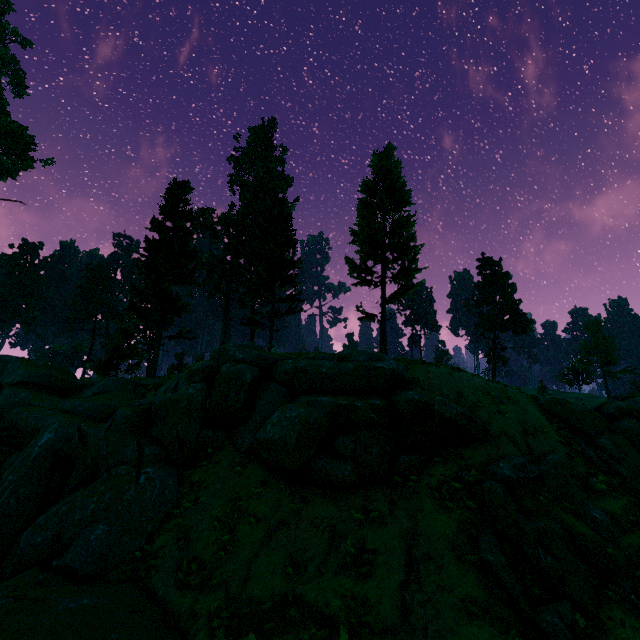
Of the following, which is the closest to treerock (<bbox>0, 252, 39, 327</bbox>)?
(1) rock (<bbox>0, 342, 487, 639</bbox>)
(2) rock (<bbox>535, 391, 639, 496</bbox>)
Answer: (1) rock (<bbox>0, 342, 487, 639</bbox>)

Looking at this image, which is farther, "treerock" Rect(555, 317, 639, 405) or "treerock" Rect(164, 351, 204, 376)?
"treerock" Rect(555, 317, 639, 405)

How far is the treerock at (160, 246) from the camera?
23.3 meters

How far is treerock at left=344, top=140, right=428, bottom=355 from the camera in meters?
20.0 m

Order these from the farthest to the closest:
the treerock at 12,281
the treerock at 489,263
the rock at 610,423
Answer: the treerock at 12,281, the treerock at 489,263, the rock at 610,423

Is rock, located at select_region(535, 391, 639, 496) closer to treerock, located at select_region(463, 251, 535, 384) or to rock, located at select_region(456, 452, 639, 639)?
rock, located at select_region(456, 452, 639, 639)

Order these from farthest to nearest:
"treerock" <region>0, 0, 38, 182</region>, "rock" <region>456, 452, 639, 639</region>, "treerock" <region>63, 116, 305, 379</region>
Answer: "treerock" <region>0, 0, 38, 182</region> → "treerock" <region>63, 116, 305, 379</region> → "rock" <region>456, 452, 639, 639</region>

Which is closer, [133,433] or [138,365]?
[133,433]
